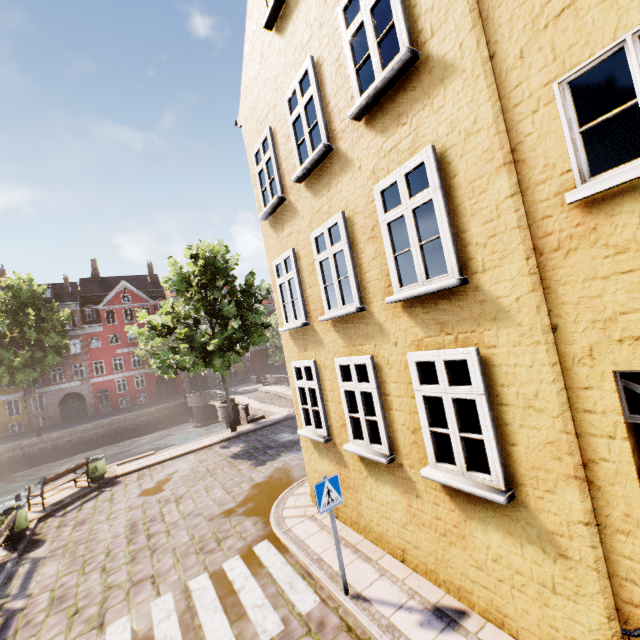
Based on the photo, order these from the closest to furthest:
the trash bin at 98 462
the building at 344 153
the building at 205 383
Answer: the building at 344 153 < the trash bin at 98 462 < the building at 205 383

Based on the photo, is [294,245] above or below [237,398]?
above

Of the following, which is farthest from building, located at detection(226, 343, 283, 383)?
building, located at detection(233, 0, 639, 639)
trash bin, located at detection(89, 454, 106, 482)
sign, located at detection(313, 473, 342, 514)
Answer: sign, located at detection(313, 473, 342, 514)

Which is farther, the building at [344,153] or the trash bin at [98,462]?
the trash bin at [98,462]

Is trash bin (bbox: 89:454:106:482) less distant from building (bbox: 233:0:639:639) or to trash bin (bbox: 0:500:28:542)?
trash bin (bbox: 0:500:28:542)

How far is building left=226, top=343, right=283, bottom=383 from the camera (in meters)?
47.88

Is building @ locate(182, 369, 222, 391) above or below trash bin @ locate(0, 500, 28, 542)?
above

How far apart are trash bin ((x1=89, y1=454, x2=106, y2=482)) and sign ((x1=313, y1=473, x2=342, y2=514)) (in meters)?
12.91
